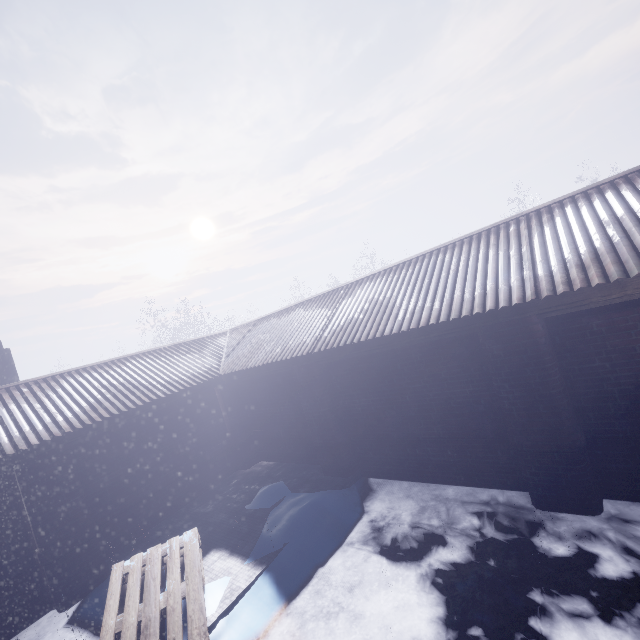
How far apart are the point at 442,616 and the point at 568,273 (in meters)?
3.44
